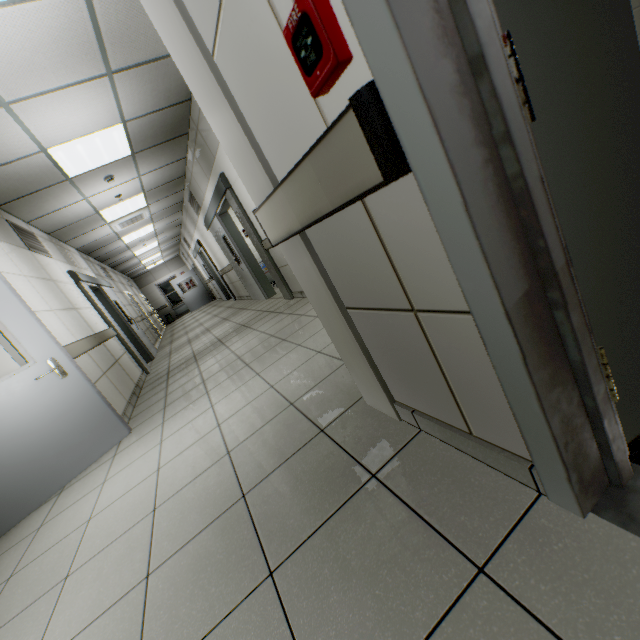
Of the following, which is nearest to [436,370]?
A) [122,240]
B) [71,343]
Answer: [71,343]

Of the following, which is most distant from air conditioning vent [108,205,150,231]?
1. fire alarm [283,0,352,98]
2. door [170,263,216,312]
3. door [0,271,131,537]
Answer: fire alarm [283,0,352,98]

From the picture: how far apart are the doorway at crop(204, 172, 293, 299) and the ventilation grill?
2.9 meters

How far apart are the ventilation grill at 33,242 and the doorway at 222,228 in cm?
288

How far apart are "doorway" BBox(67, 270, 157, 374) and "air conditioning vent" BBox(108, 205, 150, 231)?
1.29m

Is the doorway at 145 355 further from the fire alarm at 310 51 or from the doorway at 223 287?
the fire alarm at 310 51

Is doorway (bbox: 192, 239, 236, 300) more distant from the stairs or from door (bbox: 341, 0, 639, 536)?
door (bbox: 341, 0, 639, 536)

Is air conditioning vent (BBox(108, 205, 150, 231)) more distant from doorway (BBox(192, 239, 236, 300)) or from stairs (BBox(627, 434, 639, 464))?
stairs (BBox(627, 434, 639, 464))
